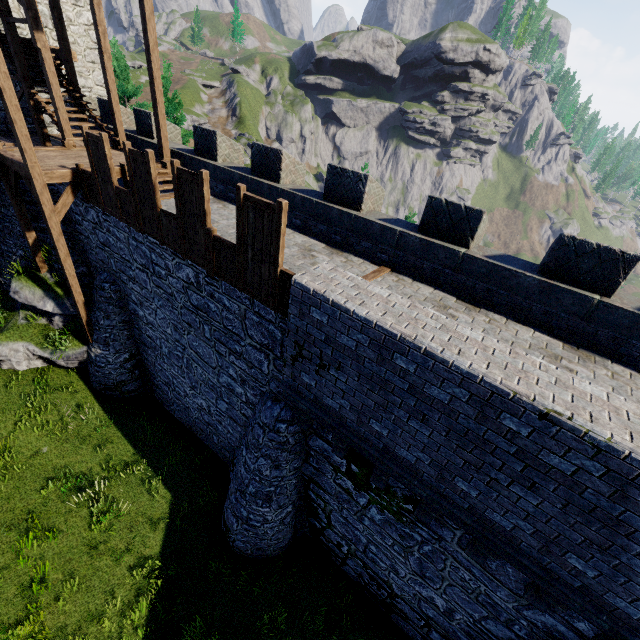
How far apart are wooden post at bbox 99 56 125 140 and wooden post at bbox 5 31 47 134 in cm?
260

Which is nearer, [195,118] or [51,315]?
[51,315]

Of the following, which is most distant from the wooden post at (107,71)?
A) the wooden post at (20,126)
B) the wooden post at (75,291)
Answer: the wooden post at (75,291)

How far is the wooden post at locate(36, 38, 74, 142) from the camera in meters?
10.0

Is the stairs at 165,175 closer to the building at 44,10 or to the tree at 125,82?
the building at 44,10

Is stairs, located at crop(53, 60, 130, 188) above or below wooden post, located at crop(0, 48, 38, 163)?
below

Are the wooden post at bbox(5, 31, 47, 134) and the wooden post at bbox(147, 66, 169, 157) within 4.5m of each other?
no

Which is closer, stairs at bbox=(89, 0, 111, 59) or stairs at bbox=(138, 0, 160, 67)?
stairs at bbox=(138, 0, 160, 67)
